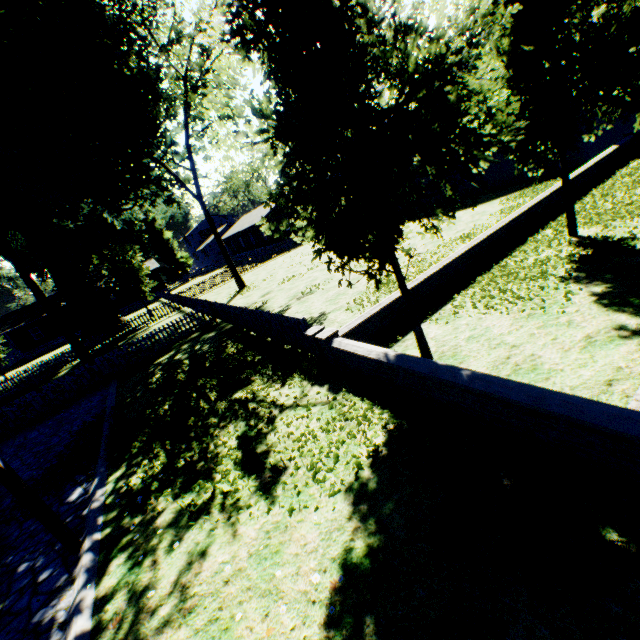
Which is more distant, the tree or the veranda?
the veranda

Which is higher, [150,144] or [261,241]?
[150,144]

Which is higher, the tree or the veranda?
the tree

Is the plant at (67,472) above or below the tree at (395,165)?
below

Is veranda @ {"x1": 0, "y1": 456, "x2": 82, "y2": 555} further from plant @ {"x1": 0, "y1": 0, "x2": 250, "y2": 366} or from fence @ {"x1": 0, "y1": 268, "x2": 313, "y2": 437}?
plant @ {"x1": 0, "y1": 0, "x2": 250, "y2": 366}

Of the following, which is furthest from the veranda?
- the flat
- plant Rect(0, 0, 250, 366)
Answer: the flat

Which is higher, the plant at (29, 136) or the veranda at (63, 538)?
the plant at (29, 136)

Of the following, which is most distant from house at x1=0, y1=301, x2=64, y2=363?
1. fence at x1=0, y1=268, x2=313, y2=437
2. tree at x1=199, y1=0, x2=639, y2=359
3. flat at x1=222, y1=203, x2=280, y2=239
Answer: tree at x1=199, y1=0, x2=639, y2=359
